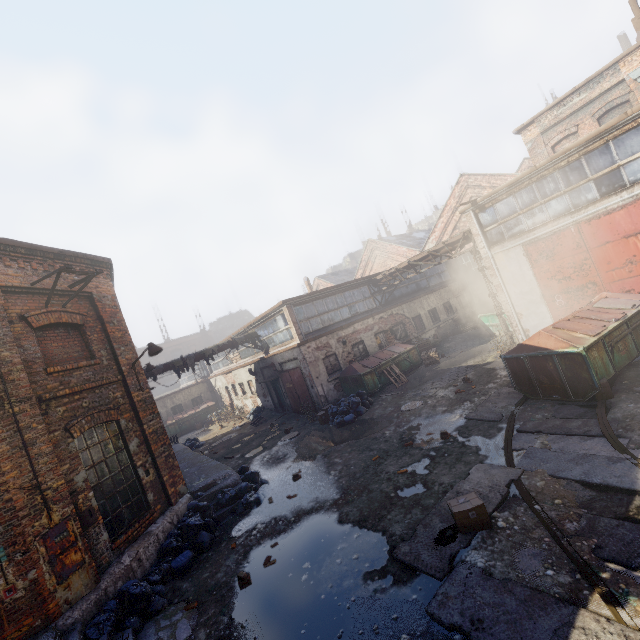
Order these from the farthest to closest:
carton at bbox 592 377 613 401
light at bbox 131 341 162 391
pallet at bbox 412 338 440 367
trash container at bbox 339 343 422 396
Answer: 1. pallet at bbox 412 338 440 367
2. trash container at bbox 339 343 422 396
3. light at bbox 131 341 162 391
4. carton at bbox 592 377 613 401

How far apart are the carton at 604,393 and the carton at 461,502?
4.7m

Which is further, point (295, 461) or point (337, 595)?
point (295, 461)

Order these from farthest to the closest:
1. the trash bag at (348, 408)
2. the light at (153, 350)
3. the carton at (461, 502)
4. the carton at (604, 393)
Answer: the trash bag at (348, 408) < the light at (153, 350) < the carton at (604, 393) < the carton at (461, 502)

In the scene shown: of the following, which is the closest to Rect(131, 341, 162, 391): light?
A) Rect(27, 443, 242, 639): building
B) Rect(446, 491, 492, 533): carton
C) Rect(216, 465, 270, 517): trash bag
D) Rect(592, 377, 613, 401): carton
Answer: Rect(27, 443, 242, 639): building

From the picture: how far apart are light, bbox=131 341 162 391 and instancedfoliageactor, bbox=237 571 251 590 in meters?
5.6 m

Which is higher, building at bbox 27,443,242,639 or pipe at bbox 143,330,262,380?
pipe at bbox 143,330,262,380

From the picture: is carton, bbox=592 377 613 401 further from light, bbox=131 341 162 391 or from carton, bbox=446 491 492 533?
light, bbox=131 341 162 391
